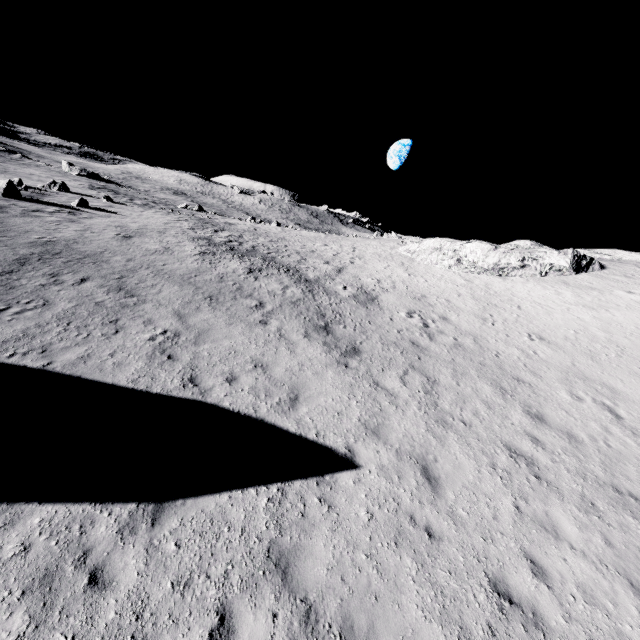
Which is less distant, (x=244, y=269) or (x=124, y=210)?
(x=244, y=269)
